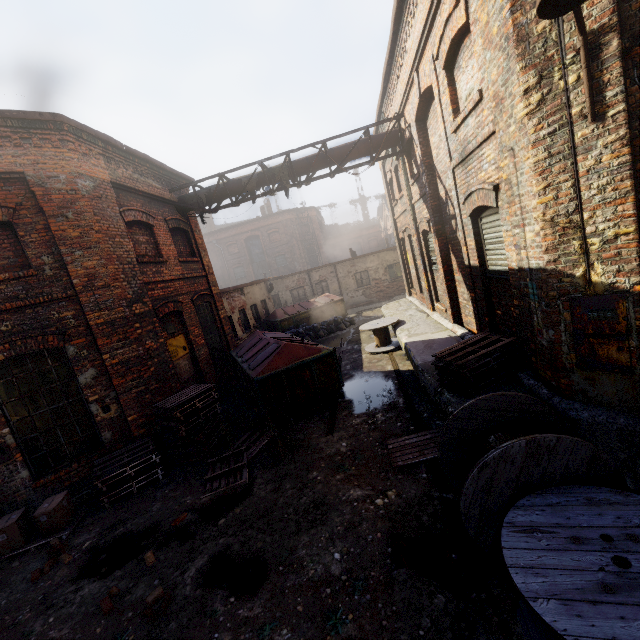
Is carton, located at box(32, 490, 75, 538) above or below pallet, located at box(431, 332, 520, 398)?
Result: below

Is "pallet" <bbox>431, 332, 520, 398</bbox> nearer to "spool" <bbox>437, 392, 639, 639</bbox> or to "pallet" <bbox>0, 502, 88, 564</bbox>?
"spool" <bbox>437, 392, 639, 639</bbox>

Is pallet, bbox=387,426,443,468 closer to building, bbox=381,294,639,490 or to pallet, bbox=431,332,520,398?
building, bbox=381,294,639,490

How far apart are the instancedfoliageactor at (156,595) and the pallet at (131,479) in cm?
331

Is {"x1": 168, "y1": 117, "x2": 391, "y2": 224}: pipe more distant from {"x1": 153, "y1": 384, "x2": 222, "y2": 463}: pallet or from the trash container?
{"x1": 153, "y1": 384, "x2": 222, "y2": 463}: pallet

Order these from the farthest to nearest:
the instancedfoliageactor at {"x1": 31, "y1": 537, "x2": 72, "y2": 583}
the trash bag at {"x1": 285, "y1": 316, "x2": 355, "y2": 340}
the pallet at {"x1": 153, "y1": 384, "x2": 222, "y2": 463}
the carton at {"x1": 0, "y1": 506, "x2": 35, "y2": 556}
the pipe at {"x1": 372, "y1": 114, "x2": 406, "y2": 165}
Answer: the trash bag at {"x1": 285, "y1": 316, "x2": 355, "y2": 340} < the pipe at {"x1": 372, "y1": 114, "x2": 406, "y2": 165} < the pallet at {"x1": 153, "y1": 384, "x2": 222, "y2": 463} < the carton at {"x1": 0, "y1": 506, "x2": 35, "y2": 556} < the instancedfoliageactor at {"x1": 31, "y1": 537, "x2": 72, "y2": 583}

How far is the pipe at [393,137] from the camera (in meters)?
9.71

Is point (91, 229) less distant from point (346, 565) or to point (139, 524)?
point (139, 524)
